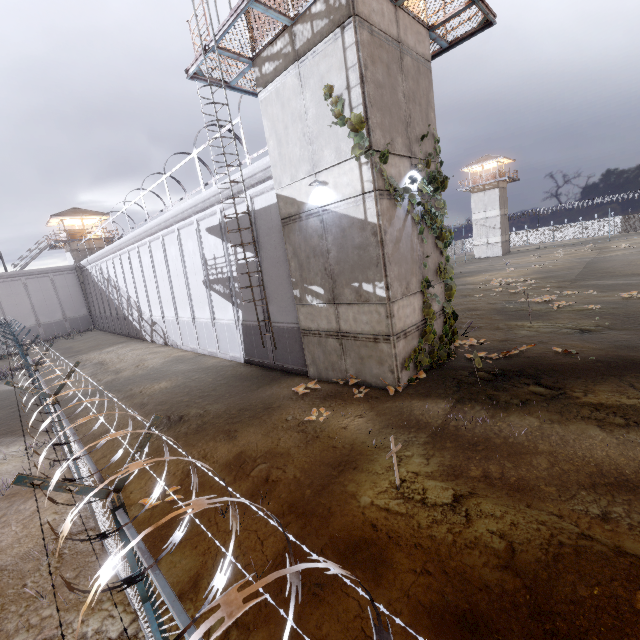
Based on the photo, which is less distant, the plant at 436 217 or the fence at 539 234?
the plant at 436 217

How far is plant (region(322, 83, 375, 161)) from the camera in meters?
8.0 m

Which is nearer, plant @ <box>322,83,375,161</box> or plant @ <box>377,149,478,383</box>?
plant @ <box>322,83,375,161</box>

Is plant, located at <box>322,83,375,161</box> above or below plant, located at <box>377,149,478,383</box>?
above

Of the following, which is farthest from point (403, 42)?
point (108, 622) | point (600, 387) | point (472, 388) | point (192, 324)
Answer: point (192, 324)

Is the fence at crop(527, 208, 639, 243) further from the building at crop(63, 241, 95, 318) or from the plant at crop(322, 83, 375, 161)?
the building at crop(63, 241, 95, 318)

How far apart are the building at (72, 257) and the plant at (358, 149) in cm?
4295

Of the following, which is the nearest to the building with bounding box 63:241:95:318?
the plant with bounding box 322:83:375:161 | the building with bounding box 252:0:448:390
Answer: the building with bounding box 252:0:448:390
